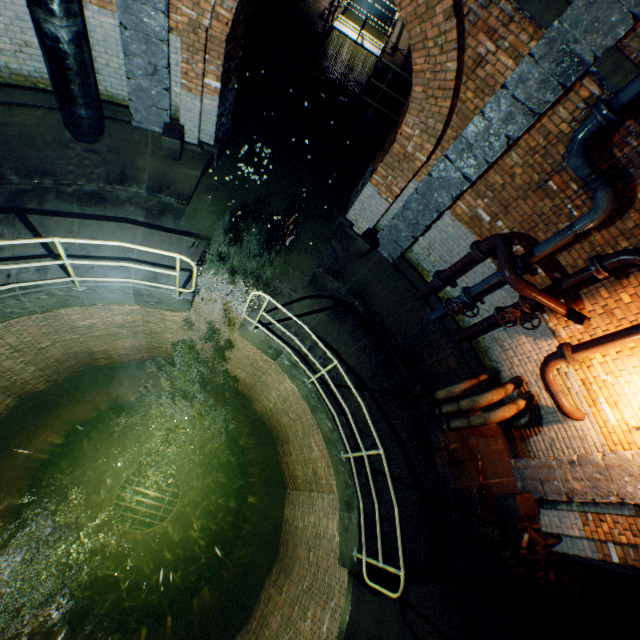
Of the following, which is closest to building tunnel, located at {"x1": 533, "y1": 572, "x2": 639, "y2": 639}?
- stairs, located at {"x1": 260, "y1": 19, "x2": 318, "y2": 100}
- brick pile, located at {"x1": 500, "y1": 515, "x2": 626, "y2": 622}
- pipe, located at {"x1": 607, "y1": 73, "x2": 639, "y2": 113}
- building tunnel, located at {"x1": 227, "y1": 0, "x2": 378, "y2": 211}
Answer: brick pile, located at {"x1": 500, "y1": 515, "x2": 626, "y2": 622}

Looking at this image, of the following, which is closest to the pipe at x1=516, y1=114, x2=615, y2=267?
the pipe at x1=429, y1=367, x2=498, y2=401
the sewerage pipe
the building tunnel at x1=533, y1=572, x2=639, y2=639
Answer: the pipe at x1=429, y1=367, x2=498, y2=401

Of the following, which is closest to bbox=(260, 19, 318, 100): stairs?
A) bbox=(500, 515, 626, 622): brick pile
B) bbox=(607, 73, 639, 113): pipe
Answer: bbox=(607, 73, 639, 113): pipe

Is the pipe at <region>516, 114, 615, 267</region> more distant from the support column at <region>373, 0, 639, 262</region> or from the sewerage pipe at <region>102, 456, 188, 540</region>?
the sewerage pipe at <region>102, 456, 188, 540</region>

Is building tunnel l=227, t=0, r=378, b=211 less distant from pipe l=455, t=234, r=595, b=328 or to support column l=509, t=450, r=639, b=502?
pipe l=455, t=234, r=595, b=328

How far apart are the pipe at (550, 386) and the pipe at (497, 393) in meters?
0.4 m

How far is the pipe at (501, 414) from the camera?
5.6 meters

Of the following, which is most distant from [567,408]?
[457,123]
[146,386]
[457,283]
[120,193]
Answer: [146,386]
